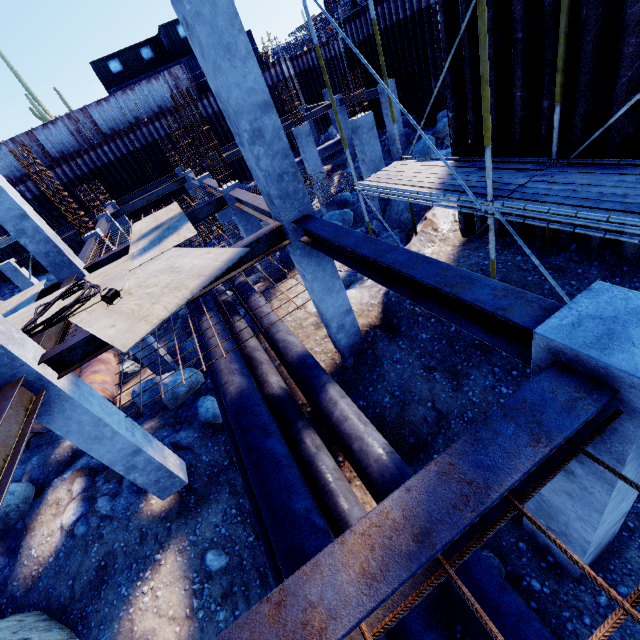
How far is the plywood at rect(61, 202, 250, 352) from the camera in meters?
4.6 m

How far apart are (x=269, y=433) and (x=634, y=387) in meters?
4.3 m

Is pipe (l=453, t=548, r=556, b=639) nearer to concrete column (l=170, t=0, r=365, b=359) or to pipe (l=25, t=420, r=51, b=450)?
concrete column (l=170, t=0, r=365, b=359)

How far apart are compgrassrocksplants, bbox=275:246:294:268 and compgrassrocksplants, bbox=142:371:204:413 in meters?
4.6

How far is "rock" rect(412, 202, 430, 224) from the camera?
10.76m

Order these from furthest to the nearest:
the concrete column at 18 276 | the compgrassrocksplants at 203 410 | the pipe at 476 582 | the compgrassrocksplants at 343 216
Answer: the concrete column at 18 276 < the compgrassrocksplants at 343 216 < the compgrassrocksplants at 203 410 < the pipe at 476 582

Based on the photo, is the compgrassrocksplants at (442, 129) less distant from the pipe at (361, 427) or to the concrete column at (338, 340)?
the pipe at (361, 427)

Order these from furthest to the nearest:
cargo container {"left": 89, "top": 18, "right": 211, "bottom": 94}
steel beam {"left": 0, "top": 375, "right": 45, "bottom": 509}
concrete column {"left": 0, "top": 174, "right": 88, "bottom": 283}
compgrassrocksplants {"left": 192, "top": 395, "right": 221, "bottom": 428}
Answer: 1. cargo container {"left": 89, "top": 18, "right": 211, "bottom": 94}
2. compgrassrocksplants {"left": 192, "top": 395, "right": 221, "bottom": 428}
3. concrete column {"left": 0, "top": 174, "right": 88, "bottom": 283}
4. steel beam {"left": 0, "top": 375, "right": 45, "bottom": 509}
